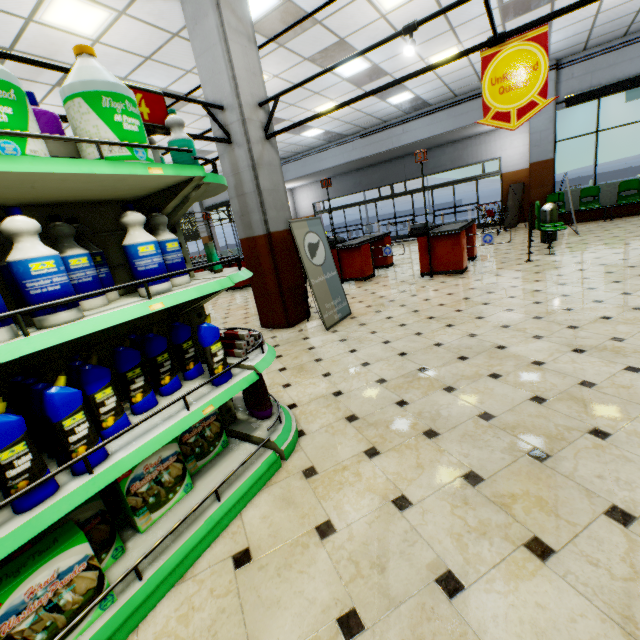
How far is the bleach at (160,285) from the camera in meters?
1.6

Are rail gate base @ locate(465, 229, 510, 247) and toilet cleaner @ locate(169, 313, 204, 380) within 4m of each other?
no

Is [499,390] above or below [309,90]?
below

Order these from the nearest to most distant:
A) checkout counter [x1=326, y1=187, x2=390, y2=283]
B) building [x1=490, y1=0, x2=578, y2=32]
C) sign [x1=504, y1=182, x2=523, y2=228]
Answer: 1. building [x1=490, y1=0, x2=578, y2=32]
2. checkout counter [x1=326, y1=187, x2=390, y2=283]
3. sign [x1=504, y1=182, x2=523, y2=228]

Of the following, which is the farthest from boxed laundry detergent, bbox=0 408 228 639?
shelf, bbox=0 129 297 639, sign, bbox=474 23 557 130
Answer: sign, bbox=474 23 557 130

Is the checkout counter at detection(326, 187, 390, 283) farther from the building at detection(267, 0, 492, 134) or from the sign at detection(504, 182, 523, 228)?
the sign at detection(504, 182, 523, 228)

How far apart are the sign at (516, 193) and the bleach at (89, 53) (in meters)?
13.80

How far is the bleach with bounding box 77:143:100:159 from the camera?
1.5 meters
